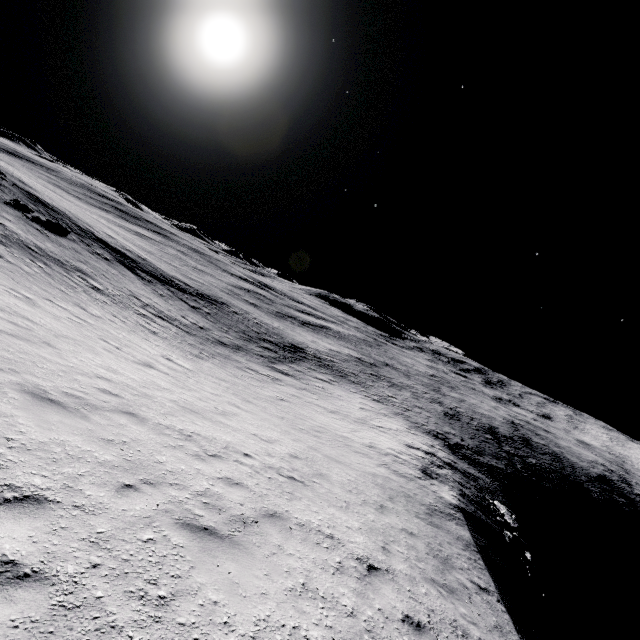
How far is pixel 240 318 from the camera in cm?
4309
